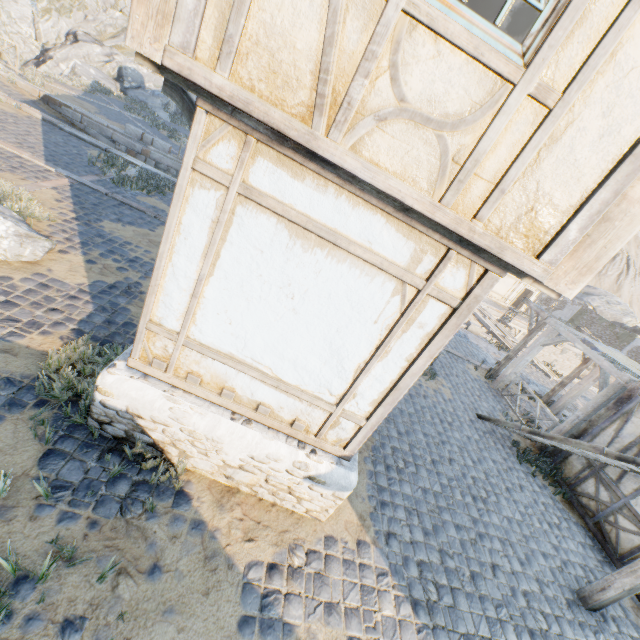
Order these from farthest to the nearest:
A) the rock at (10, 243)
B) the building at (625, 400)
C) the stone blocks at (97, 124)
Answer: the stone blocks at (97, 124), the building at (625, 400), the rock at (10, 243)

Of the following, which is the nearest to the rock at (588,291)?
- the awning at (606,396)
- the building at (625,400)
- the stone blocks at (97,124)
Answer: the stone blocks at (97,124)

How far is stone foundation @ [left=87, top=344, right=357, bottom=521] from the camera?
3.7 meters

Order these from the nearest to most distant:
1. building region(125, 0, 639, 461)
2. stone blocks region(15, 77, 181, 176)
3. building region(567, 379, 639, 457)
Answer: building region(125, 0, 639, 461)
building region(567, 379, 639, 457)
stone blocks region(15, 77, 181, 176)

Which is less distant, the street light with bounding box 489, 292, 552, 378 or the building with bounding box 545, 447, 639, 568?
the building with bounding box 545, 447, 639, 568

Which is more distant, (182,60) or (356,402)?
(356,402)

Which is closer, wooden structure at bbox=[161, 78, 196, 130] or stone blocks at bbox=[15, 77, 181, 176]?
wooden structure at bbox=[161, 78, 196, 130]

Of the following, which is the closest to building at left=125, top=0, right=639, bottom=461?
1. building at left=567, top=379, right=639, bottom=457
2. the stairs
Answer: the stairs
